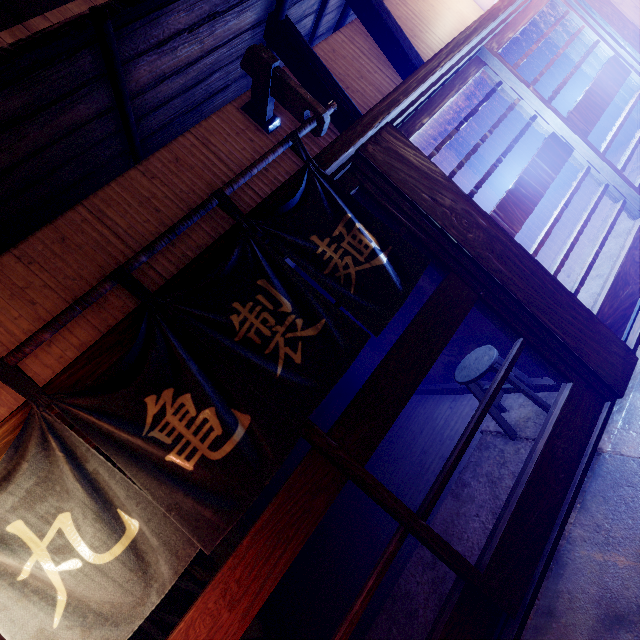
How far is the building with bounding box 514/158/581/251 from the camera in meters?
12.0

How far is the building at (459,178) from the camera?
14.99m

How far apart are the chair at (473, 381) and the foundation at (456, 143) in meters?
12.5

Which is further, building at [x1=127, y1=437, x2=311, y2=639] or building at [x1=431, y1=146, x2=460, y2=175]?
building at [x1=431, y1=146, x2=460, y2=175]

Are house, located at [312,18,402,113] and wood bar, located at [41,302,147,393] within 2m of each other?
yes

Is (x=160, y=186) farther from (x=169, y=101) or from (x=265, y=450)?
(x=265, y=450)

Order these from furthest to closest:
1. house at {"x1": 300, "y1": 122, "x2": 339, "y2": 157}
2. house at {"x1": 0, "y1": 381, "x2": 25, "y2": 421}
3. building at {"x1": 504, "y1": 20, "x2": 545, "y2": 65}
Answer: building at {"x1": 504, "y1": 20, "x2": 545, "y2": 65}, house at {"x1": 300, "y1": 122, "x2": 339, "y2": 157}, house at {"x1": 0, "y1": 381, "x2": 25, "y2": 421}

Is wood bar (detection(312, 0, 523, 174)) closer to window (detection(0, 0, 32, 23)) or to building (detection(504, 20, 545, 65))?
building (detection(504, 20, 545, 65))
